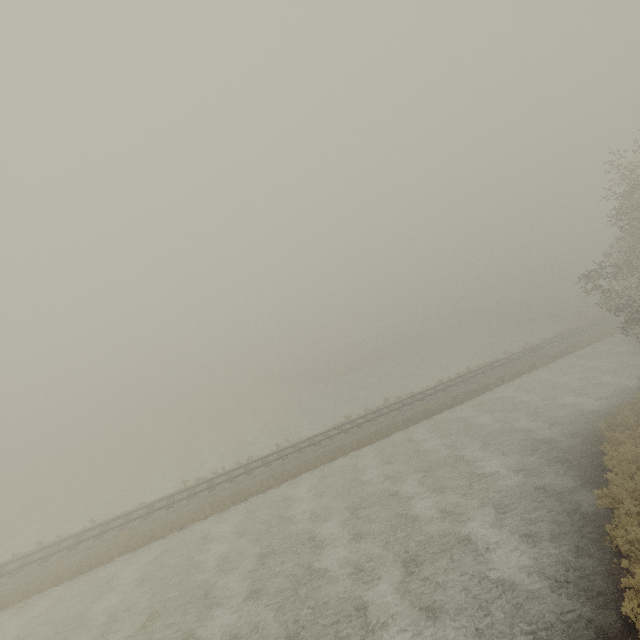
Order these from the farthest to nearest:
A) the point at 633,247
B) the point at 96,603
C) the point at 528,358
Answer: the point at 528,358 < the point at 633,247 < the point at 96,603
